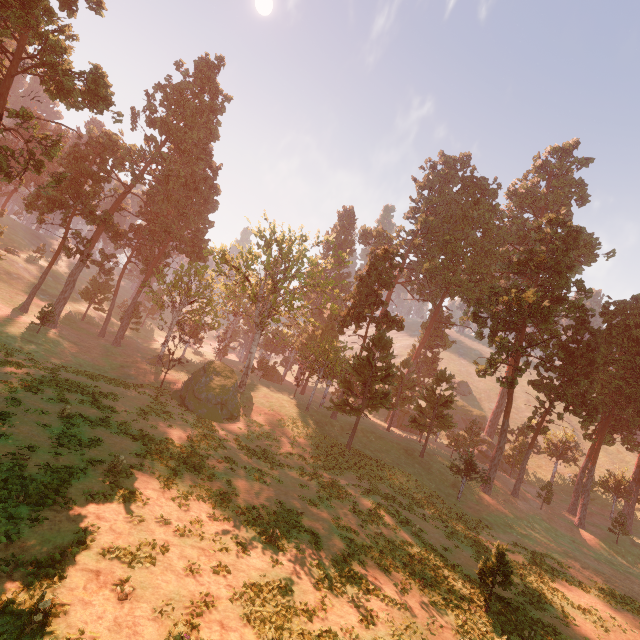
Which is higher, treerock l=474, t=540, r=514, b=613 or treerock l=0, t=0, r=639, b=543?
treerock l=0, t=0, r=639, b=543

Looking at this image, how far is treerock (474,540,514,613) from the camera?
16.89m

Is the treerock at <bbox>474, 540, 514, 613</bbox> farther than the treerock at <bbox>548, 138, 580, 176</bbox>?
No

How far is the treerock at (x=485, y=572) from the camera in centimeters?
1689cm

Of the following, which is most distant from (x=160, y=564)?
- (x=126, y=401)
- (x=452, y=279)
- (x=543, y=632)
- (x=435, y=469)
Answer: (x=452, y=279)
